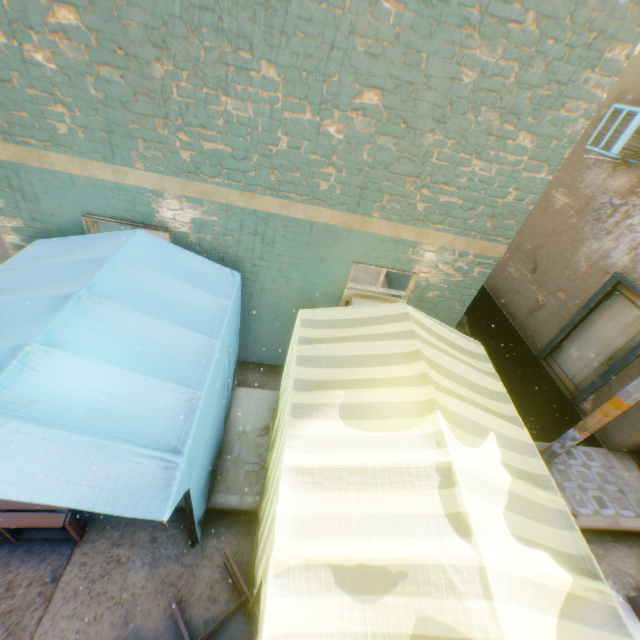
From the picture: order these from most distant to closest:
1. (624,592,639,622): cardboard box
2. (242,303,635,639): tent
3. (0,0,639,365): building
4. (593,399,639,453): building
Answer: (593,399,639,453): building
(624,592,639,622): cardboard box
(0,0,639,365): building
(242,303,635,639): tent

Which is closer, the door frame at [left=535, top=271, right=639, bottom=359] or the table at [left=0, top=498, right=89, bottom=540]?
the table at [left=0, top=498, right=89, bottom=540]

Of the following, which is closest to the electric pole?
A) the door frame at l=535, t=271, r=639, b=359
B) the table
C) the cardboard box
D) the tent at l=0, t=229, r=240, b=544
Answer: the tent at l=0, t=229, r=240, b=544

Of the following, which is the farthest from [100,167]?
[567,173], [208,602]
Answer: [567,173]

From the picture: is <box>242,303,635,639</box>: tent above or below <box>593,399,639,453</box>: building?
above

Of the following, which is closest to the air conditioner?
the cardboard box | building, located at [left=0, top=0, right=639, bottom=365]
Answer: building, located at [left=0, top=0, right=639, bottom=365]

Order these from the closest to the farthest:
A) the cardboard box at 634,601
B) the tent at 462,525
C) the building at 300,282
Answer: the tent at 462,525, the building at 300,282, the cardboard box at 634,601

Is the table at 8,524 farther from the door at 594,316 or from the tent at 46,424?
the door at 594,316
